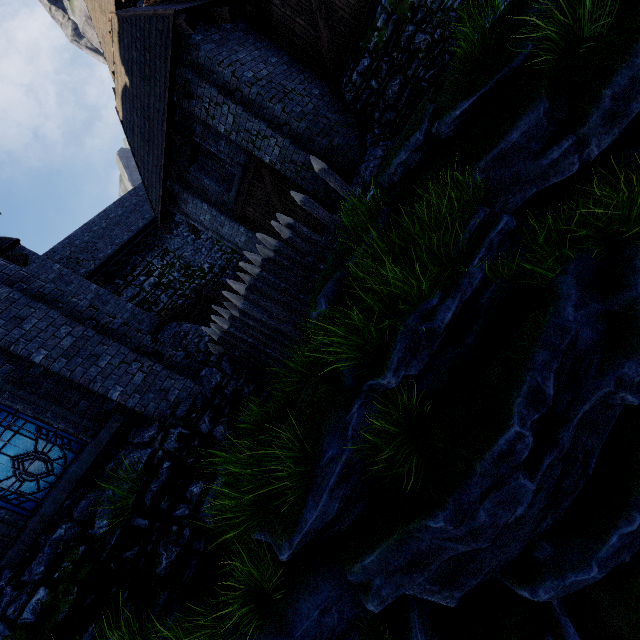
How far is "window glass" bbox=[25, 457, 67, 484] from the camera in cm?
566

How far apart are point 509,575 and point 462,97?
6.95m

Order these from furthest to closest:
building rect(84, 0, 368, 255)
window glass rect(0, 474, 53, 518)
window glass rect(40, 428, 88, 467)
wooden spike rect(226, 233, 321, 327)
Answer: building rect(84, 0, 368, 255) < wooden spike rect(226, 233, 321, 327) < window glass rect(40, 428, 88, 467) < window glass rect(0, 474, 53, 518)

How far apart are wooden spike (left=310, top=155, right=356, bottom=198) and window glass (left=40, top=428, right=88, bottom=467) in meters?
7.2

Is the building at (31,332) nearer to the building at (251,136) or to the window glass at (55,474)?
the window glass at (55,474)

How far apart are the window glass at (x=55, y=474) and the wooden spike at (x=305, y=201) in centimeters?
654cm

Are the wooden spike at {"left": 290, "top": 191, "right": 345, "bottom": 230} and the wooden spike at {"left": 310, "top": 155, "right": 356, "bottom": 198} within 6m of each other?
yes

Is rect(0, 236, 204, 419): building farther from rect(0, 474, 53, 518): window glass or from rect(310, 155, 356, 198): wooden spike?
rect(310, 155, 356, 198): wooden spike
